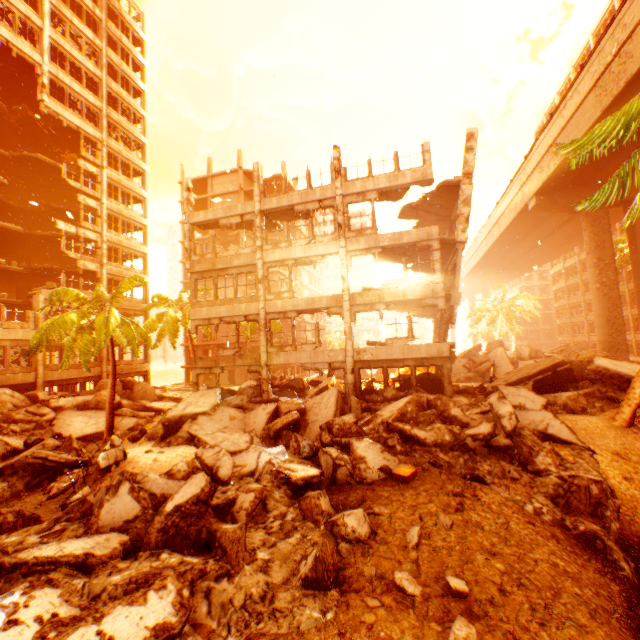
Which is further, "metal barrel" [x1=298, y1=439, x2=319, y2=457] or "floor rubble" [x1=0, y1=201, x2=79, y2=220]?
"floor rubble" [x1=0, y1=201, x2=79, y2=220]

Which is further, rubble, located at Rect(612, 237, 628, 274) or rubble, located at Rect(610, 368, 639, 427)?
rubble, located at Rect(612, 237, 628, 274)

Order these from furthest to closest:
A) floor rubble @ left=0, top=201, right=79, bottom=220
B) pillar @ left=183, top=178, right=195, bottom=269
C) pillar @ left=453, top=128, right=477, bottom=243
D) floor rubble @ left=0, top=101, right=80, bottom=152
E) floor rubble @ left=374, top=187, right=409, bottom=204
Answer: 1. floor rubble @ left=0, top=201, right=79, bottom=220
2. floor rubble @ left=0, top=101, right=80, bottom=152
3. pillar @ left=183, top=178, right=195, bottom=269
4. floor rubble @ left=374, top=187, right=409, bottom=204
5. pillar @ left=453, top=128, right=477, bottom=243

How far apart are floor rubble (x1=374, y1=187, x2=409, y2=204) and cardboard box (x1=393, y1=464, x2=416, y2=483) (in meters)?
13.66

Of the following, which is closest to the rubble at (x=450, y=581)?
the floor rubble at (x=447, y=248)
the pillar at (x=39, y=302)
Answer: the pillar at (x=39, y=302)

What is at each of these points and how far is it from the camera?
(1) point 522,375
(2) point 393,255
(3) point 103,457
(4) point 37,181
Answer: (1) floor rubble, 14.88m
(2) floor rubble, 20.11m
(3) floor rubble, 11.88m
(4) floor rubble, 30.02m

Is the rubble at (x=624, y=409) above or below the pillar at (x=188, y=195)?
below

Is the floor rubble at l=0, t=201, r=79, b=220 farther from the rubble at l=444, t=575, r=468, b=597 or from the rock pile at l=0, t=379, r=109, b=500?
the rock pile at l=0, t=379, r=109, b=500
